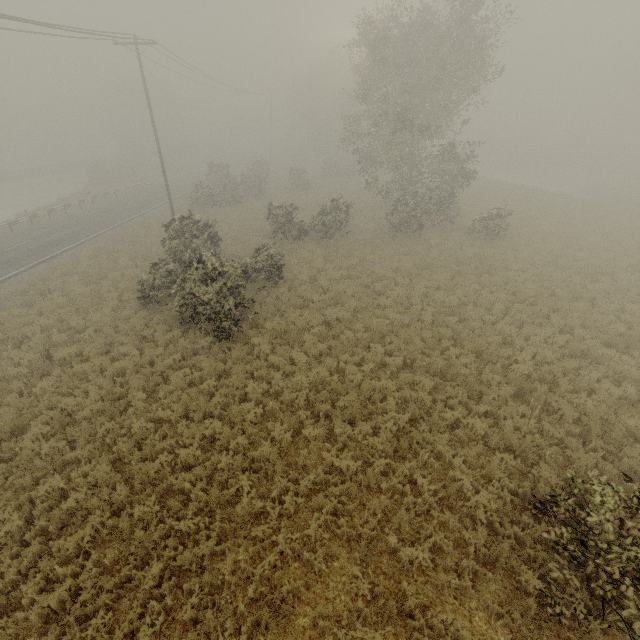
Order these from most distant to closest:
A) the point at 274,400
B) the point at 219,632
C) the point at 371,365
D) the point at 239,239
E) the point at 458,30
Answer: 1. the point at 239,239
2. the point at 458,30
3. the point at 371,365
4. the point at 274,400
5. the point at 219,632
